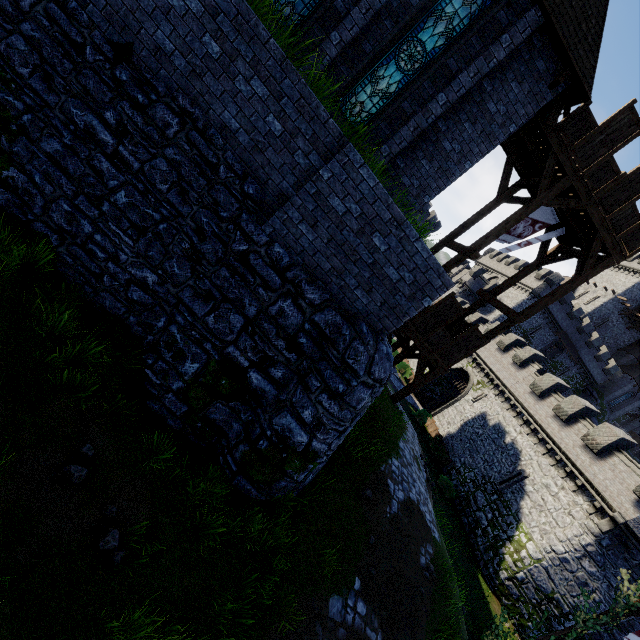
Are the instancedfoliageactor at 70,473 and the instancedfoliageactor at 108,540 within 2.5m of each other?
yes

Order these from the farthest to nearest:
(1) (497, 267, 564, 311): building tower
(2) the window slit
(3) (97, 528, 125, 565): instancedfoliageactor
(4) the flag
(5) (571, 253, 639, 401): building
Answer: (5) (571, 253, 639, 401): building < (1) (497, 267, 564, 311): building tower < (2) the window slit < (4) the flag < (3) (97, 528, 125, 565): instancedfoliageactor

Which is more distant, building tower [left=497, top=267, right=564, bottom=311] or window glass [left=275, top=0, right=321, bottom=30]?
building tower [left=497, top=267, right=564, bottom=311]

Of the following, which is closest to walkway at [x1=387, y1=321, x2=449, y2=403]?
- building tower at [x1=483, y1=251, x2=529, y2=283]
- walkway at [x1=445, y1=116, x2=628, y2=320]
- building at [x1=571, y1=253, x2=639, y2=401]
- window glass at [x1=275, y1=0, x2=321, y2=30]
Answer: walkway at [x1=445, y1=116, x2=628, y2=320]

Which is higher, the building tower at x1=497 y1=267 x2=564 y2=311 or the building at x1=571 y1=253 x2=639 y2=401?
the building at x1=571 y1=253 x2=639 y2=401

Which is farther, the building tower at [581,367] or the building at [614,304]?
the building at [614,304]

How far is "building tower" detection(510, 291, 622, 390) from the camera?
45.9 meters

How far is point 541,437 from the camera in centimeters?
2330cm
